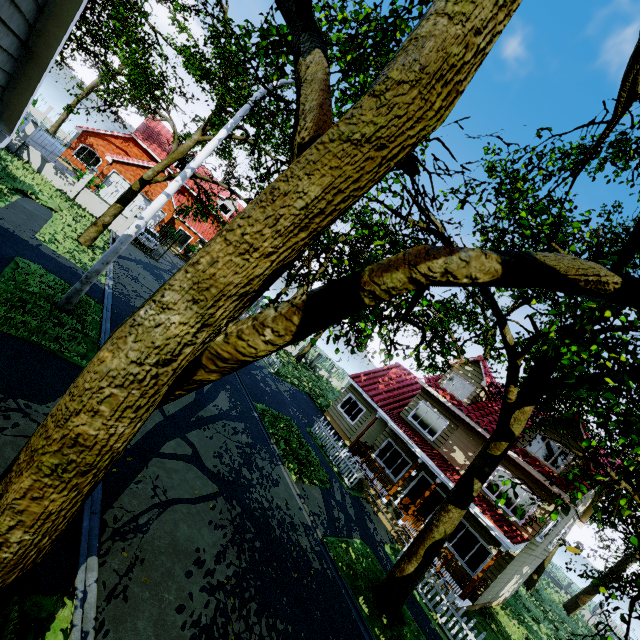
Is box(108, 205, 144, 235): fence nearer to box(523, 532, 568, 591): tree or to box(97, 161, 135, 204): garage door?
box(523, 532, 568, 591): tree

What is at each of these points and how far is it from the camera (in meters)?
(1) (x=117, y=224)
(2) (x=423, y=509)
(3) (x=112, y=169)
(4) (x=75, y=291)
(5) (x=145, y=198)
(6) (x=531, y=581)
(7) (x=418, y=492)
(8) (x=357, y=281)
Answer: (1) fence, 22.34
(2) door, 16.02
(3) garage door, 26.88
(4) street light, 9.23
(5) garage door, 28.95
(6) tree, 26.69
(7) door, 16.55
(8) tree, 2.32

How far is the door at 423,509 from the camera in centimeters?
1574cm

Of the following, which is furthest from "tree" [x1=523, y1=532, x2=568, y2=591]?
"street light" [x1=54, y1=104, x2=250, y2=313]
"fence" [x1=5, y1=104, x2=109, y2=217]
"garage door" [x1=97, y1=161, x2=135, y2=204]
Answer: "garage door" [x1=97, y1=161, x2=135, y2=204]

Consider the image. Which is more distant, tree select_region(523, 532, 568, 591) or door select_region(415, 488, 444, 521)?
door select_region(415, 488, 444, 521)

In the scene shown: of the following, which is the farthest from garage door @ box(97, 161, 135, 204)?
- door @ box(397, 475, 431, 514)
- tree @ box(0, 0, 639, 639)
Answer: door @ box(397, 475, 431, 514)

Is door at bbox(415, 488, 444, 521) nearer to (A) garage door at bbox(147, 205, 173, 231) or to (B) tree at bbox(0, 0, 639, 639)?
(B) tree at bbox(0, 0, 639, 639)
